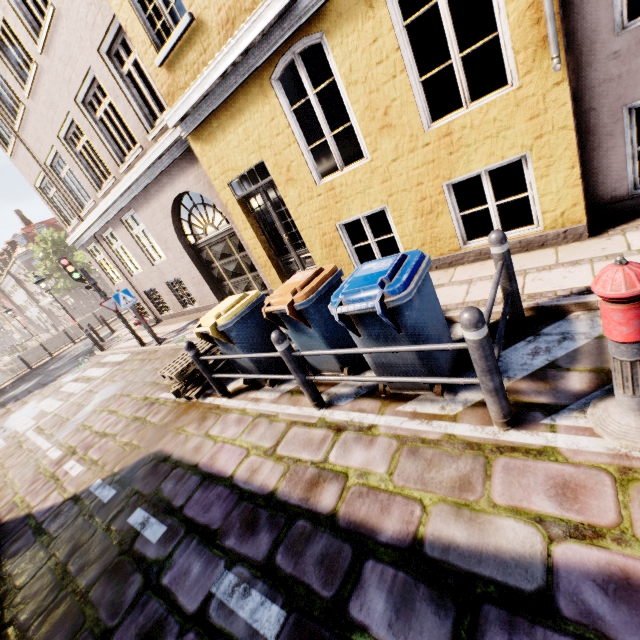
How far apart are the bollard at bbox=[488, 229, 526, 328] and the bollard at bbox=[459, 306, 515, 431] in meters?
1.2

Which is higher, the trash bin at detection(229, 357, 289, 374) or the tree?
the tree

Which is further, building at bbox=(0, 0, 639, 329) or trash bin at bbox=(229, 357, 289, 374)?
trash bin at bbox=(229, 357, 289, 374)

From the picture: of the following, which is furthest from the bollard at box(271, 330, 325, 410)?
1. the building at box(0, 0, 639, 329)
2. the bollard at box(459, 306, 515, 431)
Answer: the building at box(0, 0, 639, 329)

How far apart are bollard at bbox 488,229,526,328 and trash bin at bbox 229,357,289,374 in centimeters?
296cm

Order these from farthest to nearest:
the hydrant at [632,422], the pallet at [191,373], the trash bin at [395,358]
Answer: the pallet at [191,373], the trash bin at [395,358], the hydrant at [632,422]

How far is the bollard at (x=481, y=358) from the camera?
2.2 meters

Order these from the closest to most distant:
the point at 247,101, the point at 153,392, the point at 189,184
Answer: the point at 247,101 → the point at 153,392 → the point at 189,184
